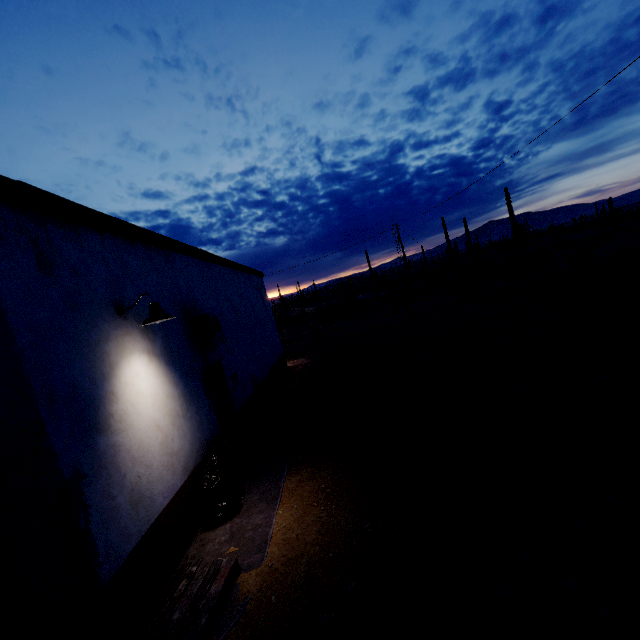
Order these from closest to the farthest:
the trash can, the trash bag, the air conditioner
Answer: the trash bag
the trash can
the air conditioner

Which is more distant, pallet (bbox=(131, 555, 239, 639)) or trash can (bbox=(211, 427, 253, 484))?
trash can (bbox=(211, 427, 253, 484))

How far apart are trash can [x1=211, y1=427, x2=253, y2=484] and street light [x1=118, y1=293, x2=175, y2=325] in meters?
2.6

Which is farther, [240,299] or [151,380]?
[240,299]

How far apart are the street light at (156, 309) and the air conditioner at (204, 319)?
2.0 meters

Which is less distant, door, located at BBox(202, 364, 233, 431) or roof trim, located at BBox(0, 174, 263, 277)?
roof trim, located at BBox(0, 174, 263, 277)

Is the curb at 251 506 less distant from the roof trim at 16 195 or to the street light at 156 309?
the street light at 156 309

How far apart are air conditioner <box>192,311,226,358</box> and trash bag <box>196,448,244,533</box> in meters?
2.1
